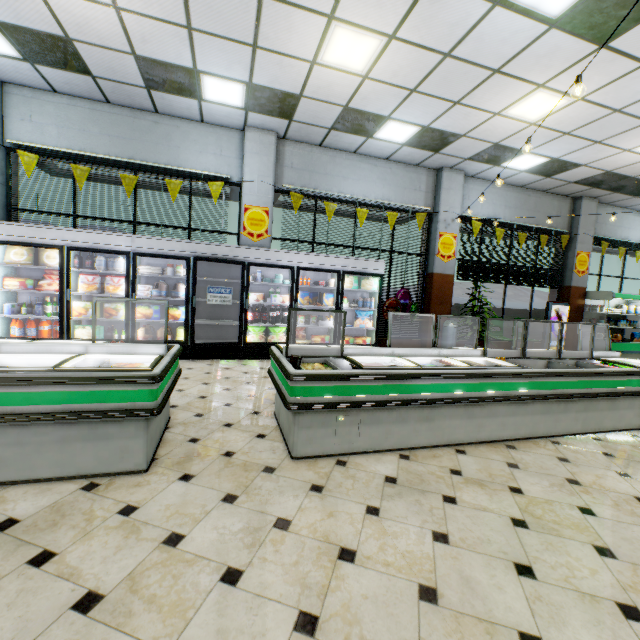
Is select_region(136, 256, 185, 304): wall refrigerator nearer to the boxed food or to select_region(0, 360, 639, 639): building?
select_region(0, 360, 639, 639): building

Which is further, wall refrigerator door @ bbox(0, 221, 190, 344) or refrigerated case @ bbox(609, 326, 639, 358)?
refrigerated case @ bbox(609, 326, 639, 358)

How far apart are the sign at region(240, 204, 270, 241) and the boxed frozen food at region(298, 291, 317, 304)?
1.47m

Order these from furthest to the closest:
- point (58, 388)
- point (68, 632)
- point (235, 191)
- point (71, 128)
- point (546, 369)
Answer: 1. point (235, 191)
2. point (71, 128)
3. point (546, 369)
4. point (58, 388)
5. point (68, 632)

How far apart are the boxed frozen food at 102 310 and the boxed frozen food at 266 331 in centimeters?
226cm

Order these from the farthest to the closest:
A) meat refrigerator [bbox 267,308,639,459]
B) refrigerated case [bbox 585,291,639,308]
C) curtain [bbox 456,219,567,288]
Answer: refrigerated case [bbox 585,291,639,308]
curtain [bbox 456,219,567,288]
meat refrigerator [bbox 267,308,639,459]

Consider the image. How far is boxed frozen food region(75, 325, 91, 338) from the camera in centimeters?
587cm

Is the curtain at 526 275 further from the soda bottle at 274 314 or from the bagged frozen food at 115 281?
the bagged frozen food at 115 281
